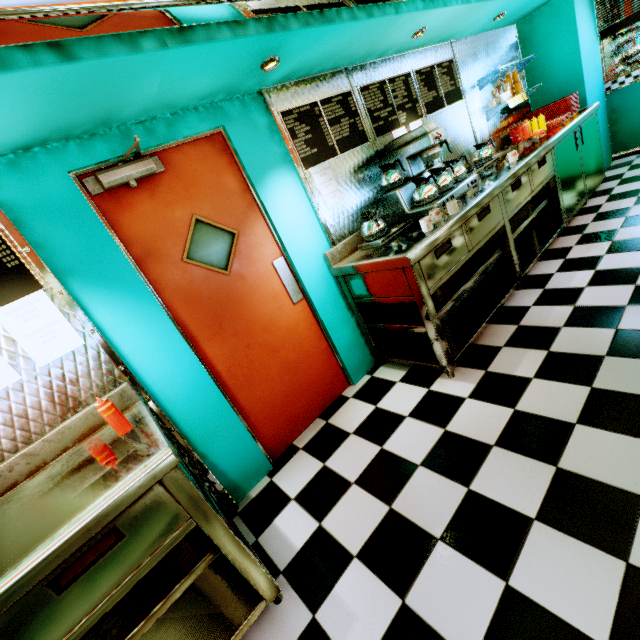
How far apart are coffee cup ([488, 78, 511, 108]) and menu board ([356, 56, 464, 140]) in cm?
71

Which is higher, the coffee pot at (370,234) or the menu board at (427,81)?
the menu board at (427,81)

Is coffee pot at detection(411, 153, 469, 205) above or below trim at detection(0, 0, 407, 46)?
below

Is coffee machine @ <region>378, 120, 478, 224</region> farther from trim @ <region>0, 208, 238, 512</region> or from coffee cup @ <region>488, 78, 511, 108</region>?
trim @ <region>0, 208, 238, 512</region>

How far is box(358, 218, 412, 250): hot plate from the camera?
2.80m

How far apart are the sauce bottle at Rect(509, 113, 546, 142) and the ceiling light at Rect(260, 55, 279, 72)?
4.1m

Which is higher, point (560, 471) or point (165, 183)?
point (165, 183)

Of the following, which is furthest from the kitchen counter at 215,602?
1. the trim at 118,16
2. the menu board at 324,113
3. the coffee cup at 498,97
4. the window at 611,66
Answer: the window at 611,66
